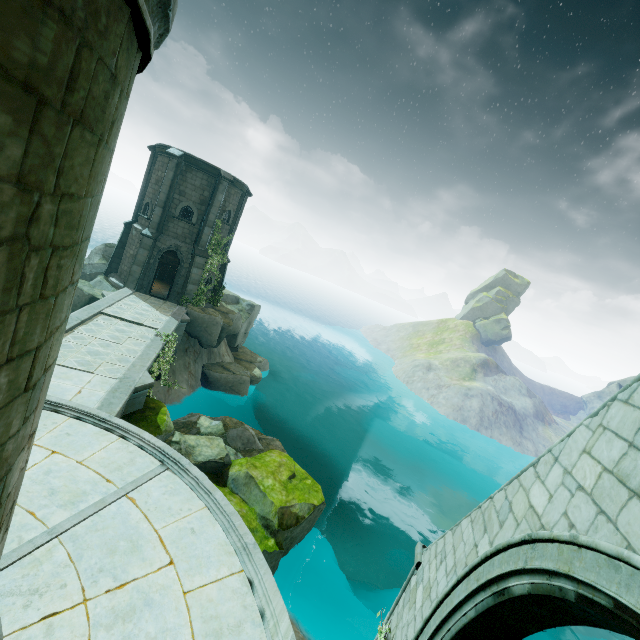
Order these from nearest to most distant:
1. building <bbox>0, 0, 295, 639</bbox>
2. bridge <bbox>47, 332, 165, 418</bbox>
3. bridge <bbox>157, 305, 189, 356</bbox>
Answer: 1. building <bbox>0, 0, 295, 639</bbox>
2. bridge <bbox>47, 332, 165, 418</bbox>
3. bridge <bbox>157, 305, 189, 356</bbox>

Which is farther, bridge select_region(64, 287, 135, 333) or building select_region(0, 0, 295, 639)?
bridge select_region(64, 287, 135, 333)

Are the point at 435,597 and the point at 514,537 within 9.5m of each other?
yes

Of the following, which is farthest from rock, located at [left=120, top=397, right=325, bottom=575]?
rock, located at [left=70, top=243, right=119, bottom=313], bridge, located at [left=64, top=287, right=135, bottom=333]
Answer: rock, located at [left=70, top=243, right=119, bottom=313]

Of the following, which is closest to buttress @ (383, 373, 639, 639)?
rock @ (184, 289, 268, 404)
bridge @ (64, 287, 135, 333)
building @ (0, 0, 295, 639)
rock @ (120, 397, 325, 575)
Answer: building @ (0, 0, 295, 639)

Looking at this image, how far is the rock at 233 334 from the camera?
22.6m

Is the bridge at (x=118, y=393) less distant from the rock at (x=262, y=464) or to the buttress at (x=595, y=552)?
the rock at (x=262, y=464)

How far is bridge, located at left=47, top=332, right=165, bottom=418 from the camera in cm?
977
